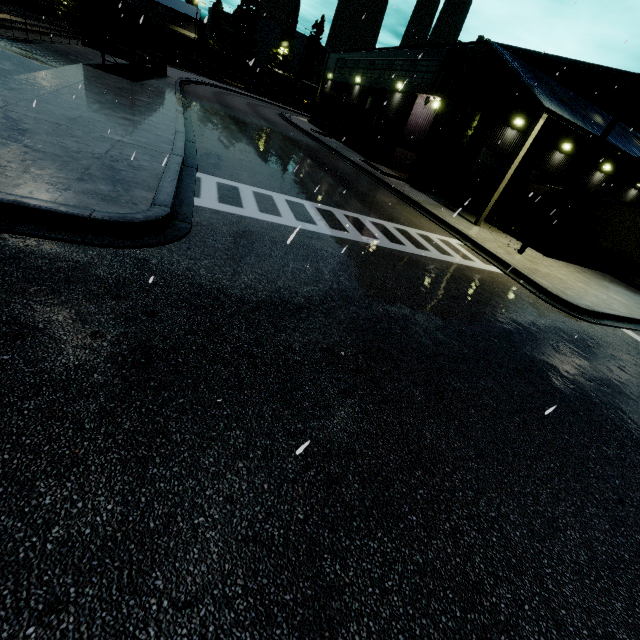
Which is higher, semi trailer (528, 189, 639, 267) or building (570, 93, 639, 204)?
building (570, 93, 639, 204)

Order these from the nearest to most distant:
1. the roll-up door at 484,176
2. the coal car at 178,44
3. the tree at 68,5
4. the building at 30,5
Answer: the roll-up door at 484,176 → the building at 30,5 → the tree at 68,5 → the coal car at 178,44

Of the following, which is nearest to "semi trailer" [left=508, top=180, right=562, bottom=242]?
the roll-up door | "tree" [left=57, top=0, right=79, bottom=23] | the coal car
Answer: "tree" [left=57, top=0, right=79, bottom=23]

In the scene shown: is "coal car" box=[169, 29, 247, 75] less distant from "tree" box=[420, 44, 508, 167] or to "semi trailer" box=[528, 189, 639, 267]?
"tree" box=[420, 44, 508, 167]

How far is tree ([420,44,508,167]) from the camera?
17.78m

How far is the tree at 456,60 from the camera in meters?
17.8

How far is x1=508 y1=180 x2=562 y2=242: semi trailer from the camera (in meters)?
21.50

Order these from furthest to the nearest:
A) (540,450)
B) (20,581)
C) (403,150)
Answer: (403,150) < (540,450) < (20,581)
